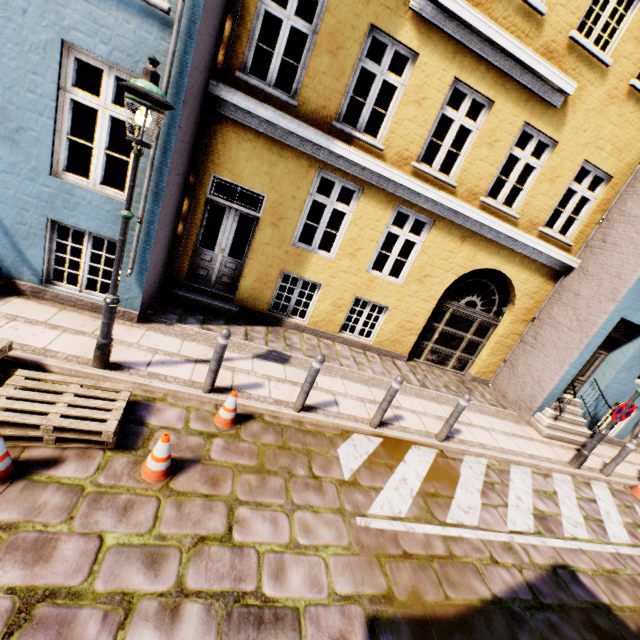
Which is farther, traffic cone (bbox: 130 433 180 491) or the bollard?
the bollard

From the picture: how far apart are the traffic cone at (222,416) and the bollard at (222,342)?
0.4 meters

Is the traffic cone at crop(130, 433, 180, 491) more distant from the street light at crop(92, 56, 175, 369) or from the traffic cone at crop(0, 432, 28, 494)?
the street light at crop(92, 56, 175, 369)

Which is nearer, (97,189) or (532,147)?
(97,189)

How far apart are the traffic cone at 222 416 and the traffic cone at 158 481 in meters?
0.8 m

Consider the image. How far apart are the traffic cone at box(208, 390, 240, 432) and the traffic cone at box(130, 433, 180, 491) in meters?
0.8

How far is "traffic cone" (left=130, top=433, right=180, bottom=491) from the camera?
3.5 meters

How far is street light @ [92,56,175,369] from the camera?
3.29m
